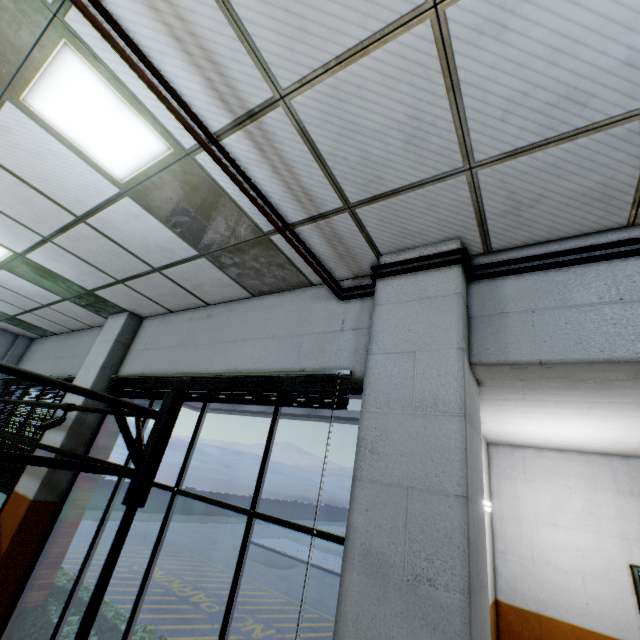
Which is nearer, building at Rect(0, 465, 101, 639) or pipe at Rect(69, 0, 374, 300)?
pipe at Rect(69, 0, 374, 300)

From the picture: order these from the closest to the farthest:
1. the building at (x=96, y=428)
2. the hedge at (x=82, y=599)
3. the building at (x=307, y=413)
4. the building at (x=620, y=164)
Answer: the building at (x=620, y=164) → the building at (x=307, y=413) → the hedge at (x=82, y=599) → the building at (x=96, y=428)

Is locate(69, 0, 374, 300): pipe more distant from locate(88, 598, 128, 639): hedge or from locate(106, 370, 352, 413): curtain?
locate(88, 598, 128, 639): hedge

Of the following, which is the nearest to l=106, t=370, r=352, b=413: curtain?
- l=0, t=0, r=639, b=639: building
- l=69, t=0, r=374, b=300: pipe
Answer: l=0, t=0, r=639, b=639: building

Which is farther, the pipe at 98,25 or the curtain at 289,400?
the curtain at 289,400

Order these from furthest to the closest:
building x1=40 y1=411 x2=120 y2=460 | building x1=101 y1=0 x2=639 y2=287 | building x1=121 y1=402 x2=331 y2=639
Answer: building x1=40 y1=411 x2=120 y2=460
building x1=121 y1=402 x2=331 y2=639
building x1=101 y1=0 x2=639 y2=287

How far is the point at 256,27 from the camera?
1.6m
